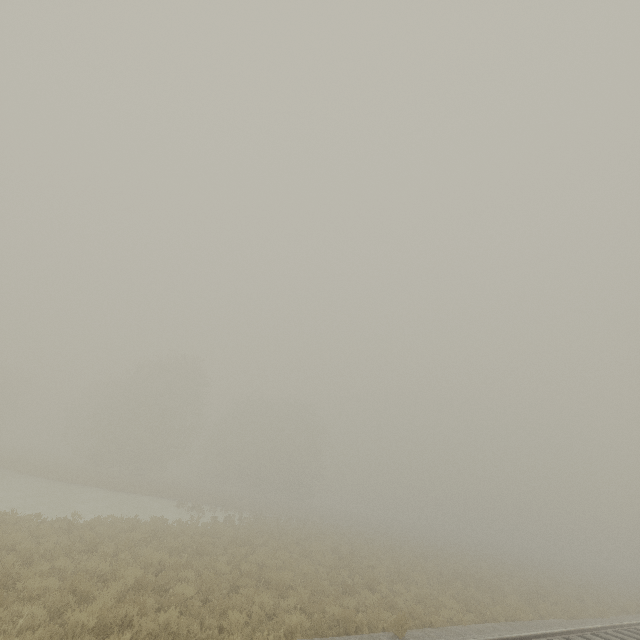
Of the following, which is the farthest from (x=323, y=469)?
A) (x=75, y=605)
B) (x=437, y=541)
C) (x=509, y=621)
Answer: (x=75, y=605)
